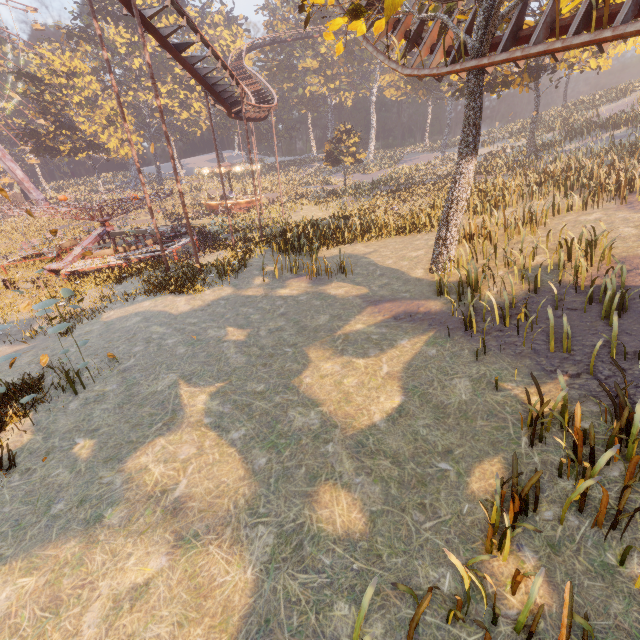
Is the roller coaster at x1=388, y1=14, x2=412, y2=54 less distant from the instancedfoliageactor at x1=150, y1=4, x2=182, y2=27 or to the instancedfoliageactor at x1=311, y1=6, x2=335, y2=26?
the instancedfoliageactor at x1=311, y1=6, x2=335, y2=26

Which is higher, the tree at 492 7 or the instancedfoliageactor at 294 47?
the instancedfoliageactor at 294 47

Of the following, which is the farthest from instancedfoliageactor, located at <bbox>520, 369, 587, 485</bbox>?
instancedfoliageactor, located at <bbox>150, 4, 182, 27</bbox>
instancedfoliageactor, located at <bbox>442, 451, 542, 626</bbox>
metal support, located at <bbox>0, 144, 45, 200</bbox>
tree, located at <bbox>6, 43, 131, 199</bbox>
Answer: instancedfoliageactor, located at <bbox>150, 4, 182, 27</bbox>

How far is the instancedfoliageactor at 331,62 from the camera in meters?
52.9 m

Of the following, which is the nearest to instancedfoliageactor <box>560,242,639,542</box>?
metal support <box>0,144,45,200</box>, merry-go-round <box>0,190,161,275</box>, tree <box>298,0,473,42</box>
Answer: tree <box>298,0,473,42</box>

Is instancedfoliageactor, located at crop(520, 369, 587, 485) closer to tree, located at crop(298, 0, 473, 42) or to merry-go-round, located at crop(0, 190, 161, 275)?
tree, located at crop(298, 0, 473, 42)

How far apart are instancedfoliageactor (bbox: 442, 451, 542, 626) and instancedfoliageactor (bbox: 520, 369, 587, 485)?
1.9 meters

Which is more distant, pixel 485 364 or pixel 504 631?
pixel 485 364
